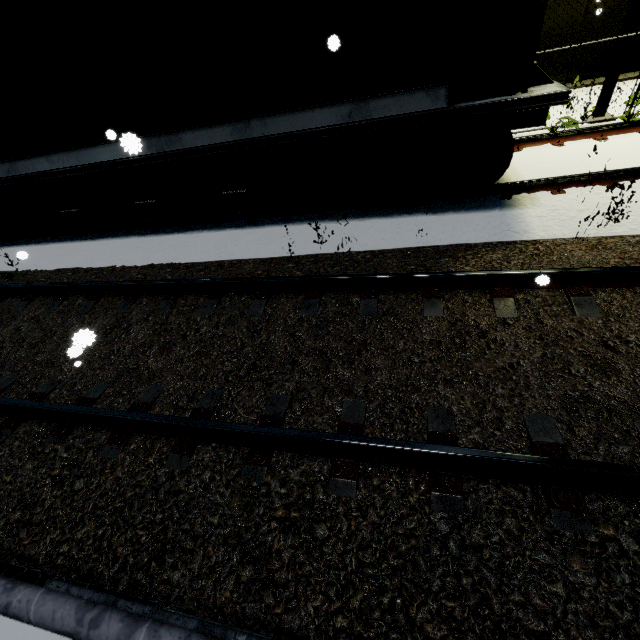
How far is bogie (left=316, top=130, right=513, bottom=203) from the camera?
4.53m

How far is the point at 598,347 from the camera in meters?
2.9

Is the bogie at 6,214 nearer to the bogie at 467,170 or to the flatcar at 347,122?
the flatcar at 347,122

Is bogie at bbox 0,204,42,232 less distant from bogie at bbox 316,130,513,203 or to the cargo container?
the cargo container

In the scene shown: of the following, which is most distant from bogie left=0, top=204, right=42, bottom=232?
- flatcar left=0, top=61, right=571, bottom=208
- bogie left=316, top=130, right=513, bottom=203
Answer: bogie left=316, top=130, right=513, bottom=203

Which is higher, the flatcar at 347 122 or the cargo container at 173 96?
the cargo container at 173 96

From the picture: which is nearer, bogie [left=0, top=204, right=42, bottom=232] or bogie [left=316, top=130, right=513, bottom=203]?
bogie [left=316, top=130, right=513, bottom=203]

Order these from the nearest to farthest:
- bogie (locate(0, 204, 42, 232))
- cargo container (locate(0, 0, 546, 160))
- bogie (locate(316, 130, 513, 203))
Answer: cargo container (locate(0, 0, 546, 160)) → bogie (locate(316, 130, 513, 203)) → bogie (locate(0, 204, 42, 232))
